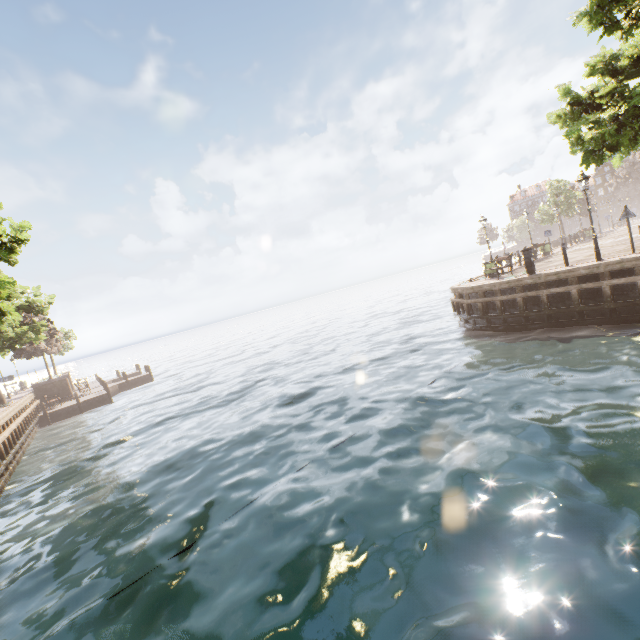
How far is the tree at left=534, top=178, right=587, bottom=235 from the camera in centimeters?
3747cm

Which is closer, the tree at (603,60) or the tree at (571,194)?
the tree at (603,60)

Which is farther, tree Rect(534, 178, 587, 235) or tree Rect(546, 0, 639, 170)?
tree Rect(534, 178, 587, 235)

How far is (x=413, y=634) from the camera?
3.7m

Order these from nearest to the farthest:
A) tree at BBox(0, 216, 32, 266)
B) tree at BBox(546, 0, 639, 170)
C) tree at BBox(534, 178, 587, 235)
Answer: tree at BBox(546, 0, 639, 170) < tree at BBox(0, 216, 32, 266) < tree at BBox(534, 178, 587, 235)

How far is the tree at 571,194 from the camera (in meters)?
37.47

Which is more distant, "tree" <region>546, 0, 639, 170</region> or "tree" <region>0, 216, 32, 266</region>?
"tree" <region>0, 216, 32, 266</region>
